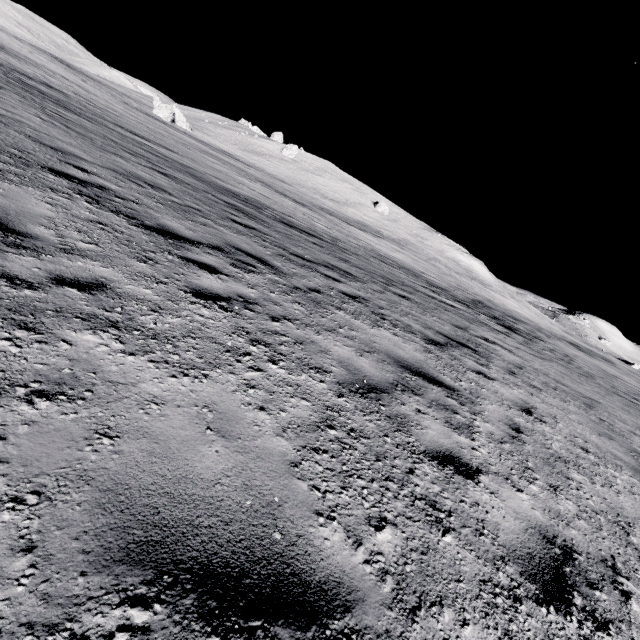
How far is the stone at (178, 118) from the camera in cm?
4741

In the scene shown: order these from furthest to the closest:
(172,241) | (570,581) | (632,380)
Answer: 1. (632,380)
2. (172,241)
3. (570,581)

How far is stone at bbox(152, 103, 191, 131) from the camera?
47.4 meters
